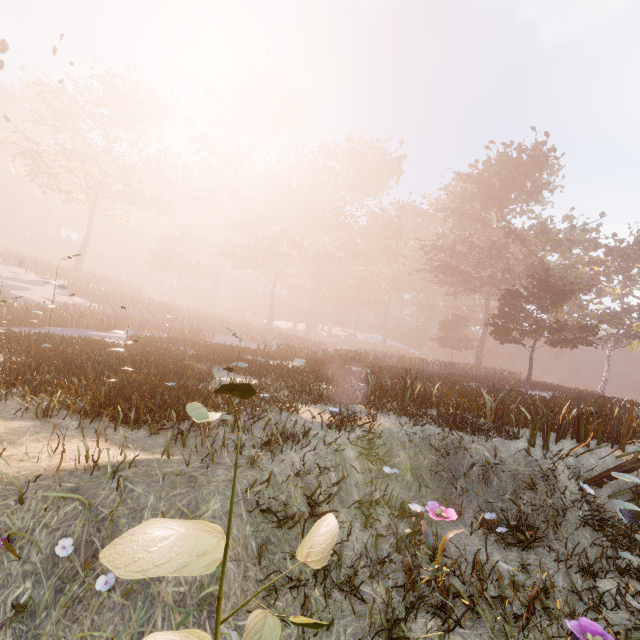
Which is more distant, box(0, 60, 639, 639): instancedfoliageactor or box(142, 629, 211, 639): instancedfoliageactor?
box(0, 60, 639, 639): instancedfoliageactor

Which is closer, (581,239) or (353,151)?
(581,239)

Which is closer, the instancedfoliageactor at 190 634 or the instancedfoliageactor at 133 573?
the instancedfoliageactor at 190 634
